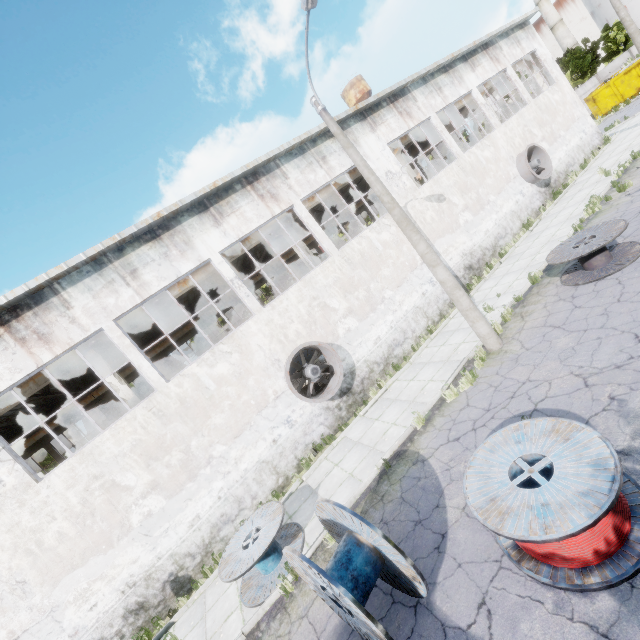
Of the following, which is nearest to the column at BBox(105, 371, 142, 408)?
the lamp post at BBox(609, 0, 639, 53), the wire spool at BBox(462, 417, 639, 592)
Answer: the wire spool at BBox(462, 417, 639, 592)

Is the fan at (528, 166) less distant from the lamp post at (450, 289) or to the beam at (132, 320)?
the beam at (132, 320)

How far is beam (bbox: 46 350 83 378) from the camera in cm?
1177

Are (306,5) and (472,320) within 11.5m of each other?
yes

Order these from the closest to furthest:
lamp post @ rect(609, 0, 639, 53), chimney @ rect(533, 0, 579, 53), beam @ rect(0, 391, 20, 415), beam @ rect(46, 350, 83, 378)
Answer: beam @ rect(0, 391, 20, 415) → beam @ rect(46, 350, 83, 378) → lamp post @ rect(609, 0, 639, 53) → chimney @ rect(533, 0, 579, 53)

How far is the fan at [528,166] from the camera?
18.0m
